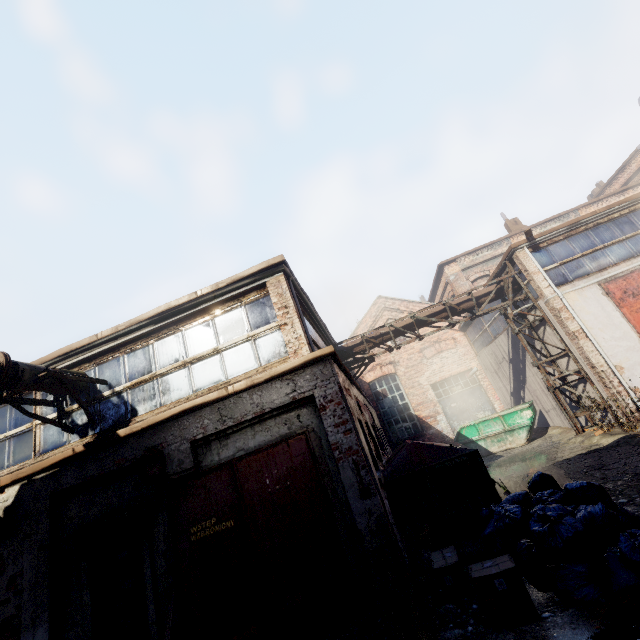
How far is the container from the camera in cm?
1306

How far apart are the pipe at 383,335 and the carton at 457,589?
8.6 meters

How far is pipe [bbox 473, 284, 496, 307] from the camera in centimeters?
1266cm

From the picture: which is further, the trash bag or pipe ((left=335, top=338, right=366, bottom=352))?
pipe ((left=335, top=338, right=366, bottom=352))

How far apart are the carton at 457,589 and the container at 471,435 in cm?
1047

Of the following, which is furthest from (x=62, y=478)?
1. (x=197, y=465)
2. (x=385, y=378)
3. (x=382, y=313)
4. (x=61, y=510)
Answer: (x=382, y=313)

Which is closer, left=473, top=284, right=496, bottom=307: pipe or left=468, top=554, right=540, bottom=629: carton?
left=468, top=554, right=540, bottom=629: carton
